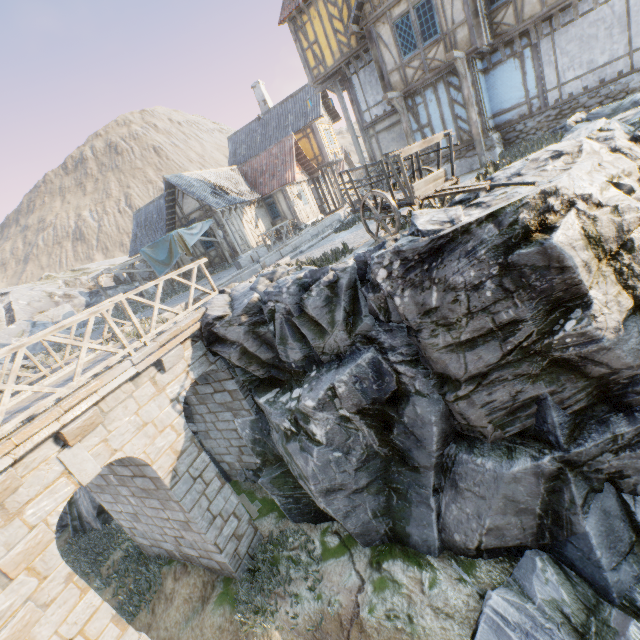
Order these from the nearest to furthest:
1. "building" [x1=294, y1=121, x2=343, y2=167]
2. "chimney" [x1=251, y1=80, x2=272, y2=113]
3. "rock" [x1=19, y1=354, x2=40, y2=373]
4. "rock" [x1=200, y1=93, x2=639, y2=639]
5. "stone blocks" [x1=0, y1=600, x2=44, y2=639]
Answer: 1. "stone blocks" [x1=0, y1=600, x2=44, y2=639]
2. "rock" [x1=200, y1=93, x2=639, y2=639]
3. "rock" [x1=19, y1=354, x2=40, y2=373]
4. "building" [x1=294, y1=121, x2=343, y2=167]
5. "chimney" [x1=251, y1=80, x2=272, y2=113]

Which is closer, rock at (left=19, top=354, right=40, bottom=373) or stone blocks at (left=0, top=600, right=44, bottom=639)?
stone blocks at (left=0, top=600, right=44, bottom=639)

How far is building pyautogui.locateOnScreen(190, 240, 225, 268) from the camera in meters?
21.4

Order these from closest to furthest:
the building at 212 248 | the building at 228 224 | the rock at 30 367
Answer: the rock at 30 367 < the building at 228 224 < the building at 212 248

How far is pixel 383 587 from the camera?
7.0m

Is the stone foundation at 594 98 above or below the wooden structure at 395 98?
below

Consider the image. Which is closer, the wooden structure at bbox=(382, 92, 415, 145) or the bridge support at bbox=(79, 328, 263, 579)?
the bridge support at bbox=(79, 328, 263, 579)

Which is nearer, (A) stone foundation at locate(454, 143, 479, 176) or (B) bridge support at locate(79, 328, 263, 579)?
(B) bridge support at locate(79, 328, 263, 579)
